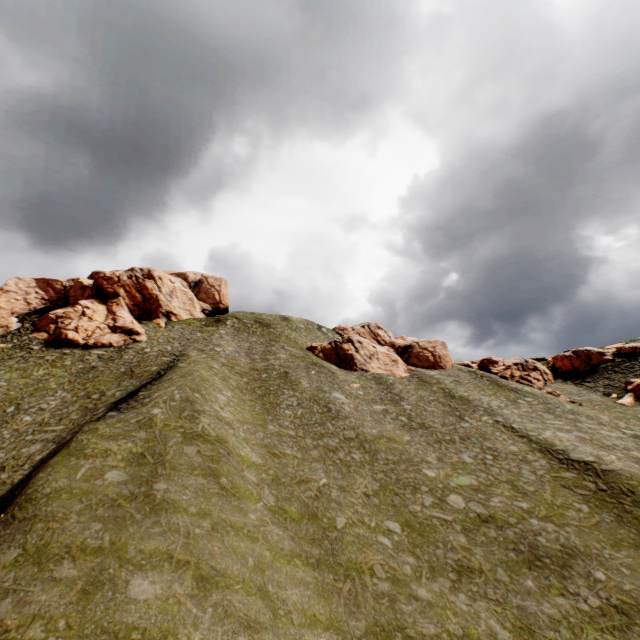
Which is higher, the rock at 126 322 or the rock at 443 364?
the rock at 126 322

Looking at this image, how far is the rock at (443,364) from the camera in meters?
52.8

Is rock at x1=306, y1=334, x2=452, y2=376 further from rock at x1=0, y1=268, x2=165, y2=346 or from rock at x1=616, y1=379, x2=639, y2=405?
rock at x1=0, y1=268, x2=165, y2=346

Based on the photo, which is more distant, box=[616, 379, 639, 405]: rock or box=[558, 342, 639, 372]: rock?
box=[558, 342, 639, 372]: rock

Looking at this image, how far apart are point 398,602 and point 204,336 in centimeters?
4791cm

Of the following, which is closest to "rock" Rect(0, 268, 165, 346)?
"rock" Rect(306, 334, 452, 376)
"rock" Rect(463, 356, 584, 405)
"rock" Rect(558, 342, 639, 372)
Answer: "rock" Rect(558, 342, 639, 372)
